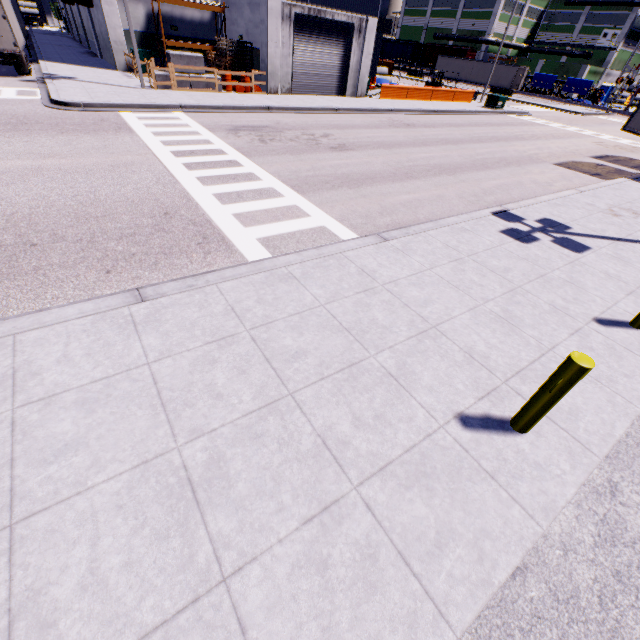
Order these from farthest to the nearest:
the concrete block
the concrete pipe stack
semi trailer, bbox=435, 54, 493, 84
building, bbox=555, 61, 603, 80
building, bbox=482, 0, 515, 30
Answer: building, bbox=482, 0, 515, 30 < building, bbox=555, 61, 603, 80 < the concrete pipe stack < semi trailer, bbox=435, 54, 493, 84 < the concrete block

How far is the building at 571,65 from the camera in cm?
5714

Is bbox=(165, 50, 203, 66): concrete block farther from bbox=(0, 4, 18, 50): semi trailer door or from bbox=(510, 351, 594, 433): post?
bbox=(510, 351, 594, 433): post

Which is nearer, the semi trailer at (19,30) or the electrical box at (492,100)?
the semi trailer at (19,30)

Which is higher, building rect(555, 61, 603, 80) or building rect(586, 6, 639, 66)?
building rect(586, 6, 639, 66)

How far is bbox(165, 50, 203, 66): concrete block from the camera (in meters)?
18.69

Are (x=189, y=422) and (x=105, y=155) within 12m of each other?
yes

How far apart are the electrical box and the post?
36.80m
